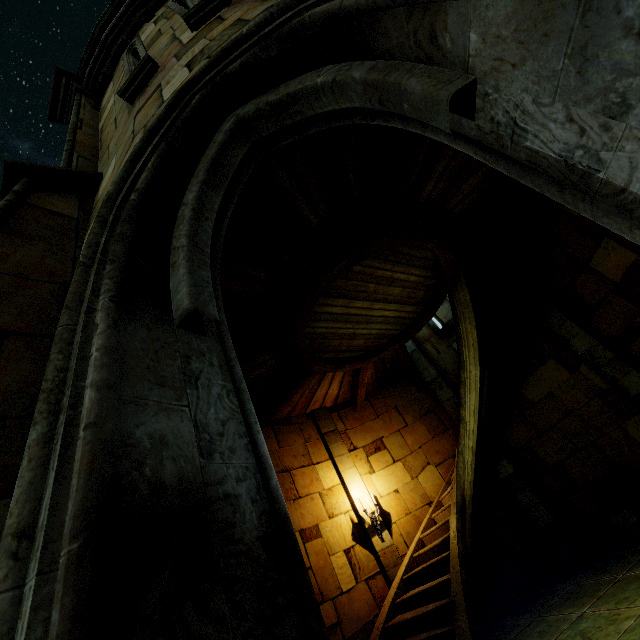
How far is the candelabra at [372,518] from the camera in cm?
735

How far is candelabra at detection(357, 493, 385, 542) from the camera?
7.3 meters

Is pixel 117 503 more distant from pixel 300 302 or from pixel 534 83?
pixel 300 302
